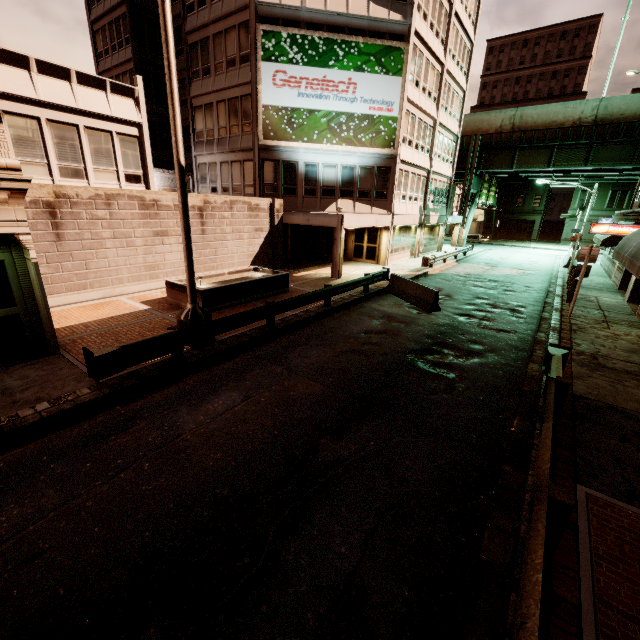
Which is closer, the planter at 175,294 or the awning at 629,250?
the awning at 629,250

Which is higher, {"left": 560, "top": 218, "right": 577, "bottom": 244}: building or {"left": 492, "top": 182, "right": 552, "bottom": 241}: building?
{"left": 560, "top": 218, "right": 577, "bottom": 244}: building

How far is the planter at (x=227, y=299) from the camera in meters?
12.5

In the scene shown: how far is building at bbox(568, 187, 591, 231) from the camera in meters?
48.2 m

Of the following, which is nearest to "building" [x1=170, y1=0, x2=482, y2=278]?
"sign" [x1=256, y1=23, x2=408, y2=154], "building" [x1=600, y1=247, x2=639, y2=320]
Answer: "sign" [x1=256, y1=23, x2=408, y2=154]

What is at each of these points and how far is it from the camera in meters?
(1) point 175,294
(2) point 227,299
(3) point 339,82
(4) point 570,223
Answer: (1) planter, 13.2
(2) planter, 13.1
(3) sign, 20.0
(4) building, 50.2

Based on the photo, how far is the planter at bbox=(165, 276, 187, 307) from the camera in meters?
12.8

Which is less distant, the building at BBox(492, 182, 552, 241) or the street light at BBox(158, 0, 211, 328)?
the street light at BBox(158, 0, 211, 328)
